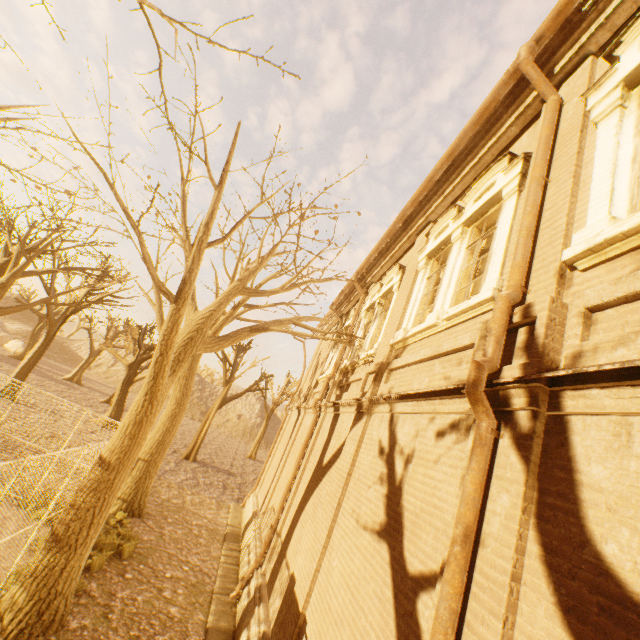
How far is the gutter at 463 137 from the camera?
5.09m

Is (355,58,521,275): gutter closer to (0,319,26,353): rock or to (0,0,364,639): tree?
(0,0,364,639): tree

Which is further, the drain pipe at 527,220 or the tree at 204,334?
the tree at 204,334

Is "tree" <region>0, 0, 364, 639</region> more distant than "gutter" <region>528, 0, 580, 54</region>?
Yes

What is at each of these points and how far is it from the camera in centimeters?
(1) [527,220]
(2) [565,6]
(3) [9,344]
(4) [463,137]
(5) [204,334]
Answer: (1) drain pipe, 367cm
(2) gutter, 414cm
(3) rock, 4228cm
(4) gutter, 611cm
(5) tree, 754cm

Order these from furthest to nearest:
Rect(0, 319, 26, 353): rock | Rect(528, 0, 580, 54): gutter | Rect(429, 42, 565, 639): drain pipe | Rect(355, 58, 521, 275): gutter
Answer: Rect(0, 319, 26, 353): rock, Rect(355, 58, 521, 275): gutter, Rect(528, 0, 580, 54): gutter, Rect(429, 42, 565, 639): drain pipe

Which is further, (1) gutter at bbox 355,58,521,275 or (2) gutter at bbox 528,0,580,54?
(1) gutter at bbox 355,58,521,275

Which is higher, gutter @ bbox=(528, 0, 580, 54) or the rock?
gutter @ bbox=(528, 0, 580, 54)
